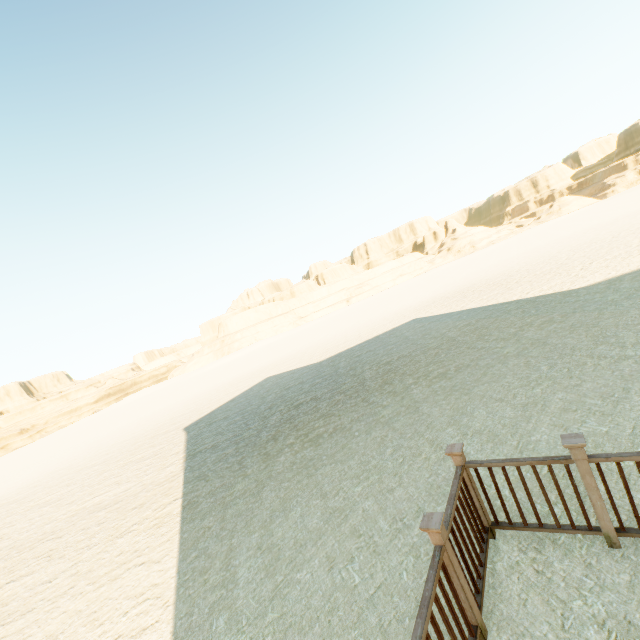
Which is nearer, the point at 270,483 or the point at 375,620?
the point at 375,620
